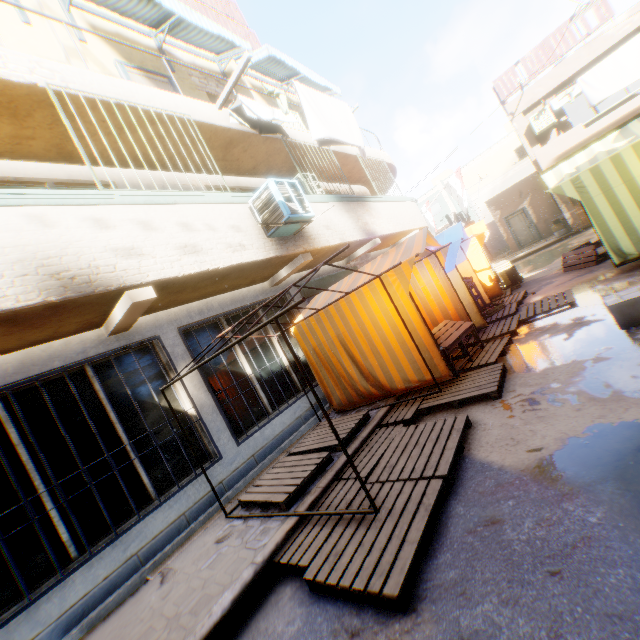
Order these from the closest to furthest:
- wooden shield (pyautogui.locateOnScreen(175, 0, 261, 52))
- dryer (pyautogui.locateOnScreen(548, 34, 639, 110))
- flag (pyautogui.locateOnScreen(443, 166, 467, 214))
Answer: wooden shield (pyautogui.locateOnScreen(175, 0, 261, 52))
dryer (pyautogui.locateOnScreen(548, 34, 639, 110))
flag (pyautogui.locateOnScreen(443, 166, 467, 214))

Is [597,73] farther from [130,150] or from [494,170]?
[494,170]

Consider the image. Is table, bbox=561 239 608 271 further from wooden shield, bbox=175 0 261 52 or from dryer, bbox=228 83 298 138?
wooden shield, bbox=175 0 261 52

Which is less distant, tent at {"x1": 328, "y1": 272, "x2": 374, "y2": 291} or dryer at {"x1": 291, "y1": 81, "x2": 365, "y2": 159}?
tent at {"x1": 328, "y1": 272, "x2": 374, "y2": 291}

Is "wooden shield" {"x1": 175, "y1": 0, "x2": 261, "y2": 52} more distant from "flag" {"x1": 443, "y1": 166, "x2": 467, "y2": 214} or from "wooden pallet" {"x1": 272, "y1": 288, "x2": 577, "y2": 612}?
"wooden pallet" {"x1": 272, "y1": 288, "x2": 577, "y2": 612}

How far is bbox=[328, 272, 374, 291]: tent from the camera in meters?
6.3

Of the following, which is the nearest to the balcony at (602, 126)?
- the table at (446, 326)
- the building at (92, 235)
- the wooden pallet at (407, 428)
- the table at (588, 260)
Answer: the building at (92, 235)

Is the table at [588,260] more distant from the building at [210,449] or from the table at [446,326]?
the table at [446,326]
